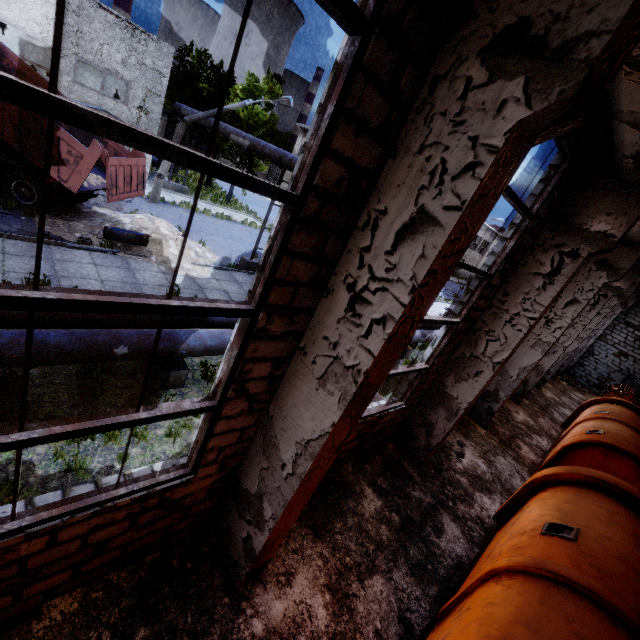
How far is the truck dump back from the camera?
10.4m

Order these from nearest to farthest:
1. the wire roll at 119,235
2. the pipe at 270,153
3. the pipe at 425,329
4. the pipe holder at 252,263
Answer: the wire roll at 119,235 < the pipe at 270,153 < the pipe at 425,329 < the pipe holder at 252,263

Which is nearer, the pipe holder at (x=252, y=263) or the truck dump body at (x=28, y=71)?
the truck dump body at (x=28, y=71)

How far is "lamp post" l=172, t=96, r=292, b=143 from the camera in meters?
17.0

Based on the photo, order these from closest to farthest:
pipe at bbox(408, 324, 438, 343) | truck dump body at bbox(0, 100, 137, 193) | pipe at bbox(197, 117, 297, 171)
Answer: truck dump body at bbox(0, 100, 137, 193), pipe at bbox(197, 117, 297, 171), pipe at bbox(408, 324, 438, 343)

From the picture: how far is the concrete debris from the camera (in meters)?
10.97

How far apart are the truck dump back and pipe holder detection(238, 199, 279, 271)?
4.5 meters

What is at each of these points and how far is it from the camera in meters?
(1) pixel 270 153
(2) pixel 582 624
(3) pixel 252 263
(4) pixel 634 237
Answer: (1) pipe, 13.5 m
(2) cable machine, 3.1 m
(3) pipe holder, 14.6 m
(4) beam, 7.5 m
